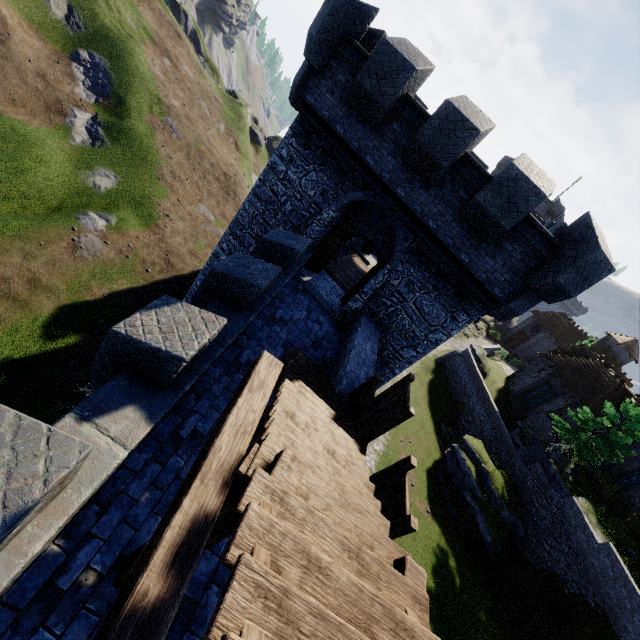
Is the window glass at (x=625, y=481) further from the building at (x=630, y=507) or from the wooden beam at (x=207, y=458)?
the wooden beam at (x=207, y=458)

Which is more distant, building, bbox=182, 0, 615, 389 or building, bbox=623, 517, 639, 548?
building, bbox=623, 517, 639, 548

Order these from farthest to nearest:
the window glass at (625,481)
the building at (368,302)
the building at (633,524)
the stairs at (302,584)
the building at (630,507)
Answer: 1. the window glass at (625,481)
2. the building at (630,507)
3. the building at (633,524)
4. the building at (368,302)
5. the stairs at (302,584)

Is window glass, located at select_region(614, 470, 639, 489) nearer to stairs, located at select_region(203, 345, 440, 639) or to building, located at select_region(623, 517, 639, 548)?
building, located at select_region(623, 517, 639, 548)

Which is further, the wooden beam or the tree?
the tree

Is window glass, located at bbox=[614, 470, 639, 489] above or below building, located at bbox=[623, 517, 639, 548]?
above

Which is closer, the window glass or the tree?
the tree

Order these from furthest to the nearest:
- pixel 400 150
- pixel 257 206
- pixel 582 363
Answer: pixel 582 363
pixel 257 206
pixel 400 150
